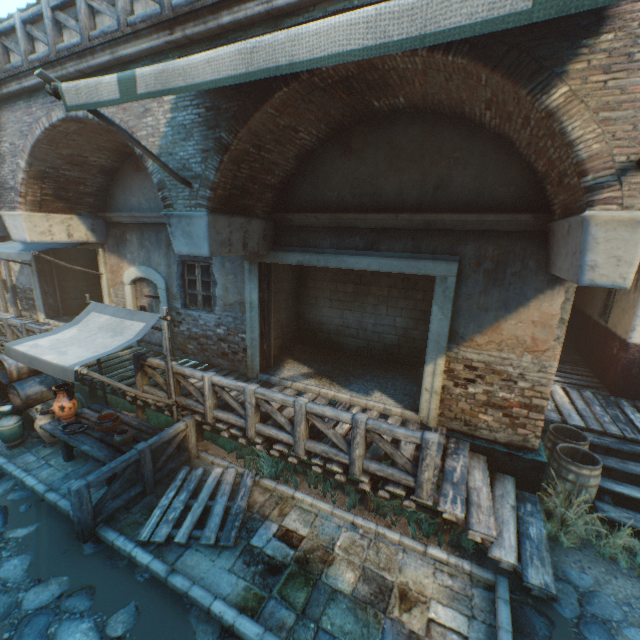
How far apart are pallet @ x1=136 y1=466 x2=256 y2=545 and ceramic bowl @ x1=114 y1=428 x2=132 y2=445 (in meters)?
1.05

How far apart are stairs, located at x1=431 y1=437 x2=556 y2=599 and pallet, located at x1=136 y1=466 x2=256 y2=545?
3.0 meters

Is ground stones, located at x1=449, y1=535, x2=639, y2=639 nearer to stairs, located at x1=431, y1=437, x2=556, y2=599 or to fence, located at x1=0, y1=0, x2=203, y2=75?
stairs, located at x1=431, y1=437, x2=556, y2=599

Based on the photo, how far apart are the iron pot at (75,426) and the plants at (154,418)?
1.43m

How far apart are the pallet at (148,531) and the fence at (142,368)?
0.1m

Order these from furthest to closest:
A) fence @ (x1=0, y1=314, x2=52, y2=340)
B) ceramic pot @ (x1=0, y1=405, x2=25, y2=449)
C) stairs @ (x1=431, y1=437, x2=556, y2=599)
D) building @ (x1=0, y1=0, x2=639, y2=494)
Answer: fence @ (x1=0, y1=314, x2=52, y2=340), ceramic pot @ (x1=0, y1=405, x2=25, y2=449), stairs @ (x1=431, y1=437, x2=556, y2=599), building @ (x1=0, y1=0, x2=639, y2=494)

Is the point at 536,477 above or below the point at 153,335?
below

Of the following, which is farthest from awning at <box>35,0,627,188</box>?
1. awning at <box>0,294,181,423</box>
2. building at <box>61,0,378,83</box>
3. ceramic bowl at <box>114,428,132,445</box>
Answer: ceramic bowl at <box>114,428,132,445</box>
